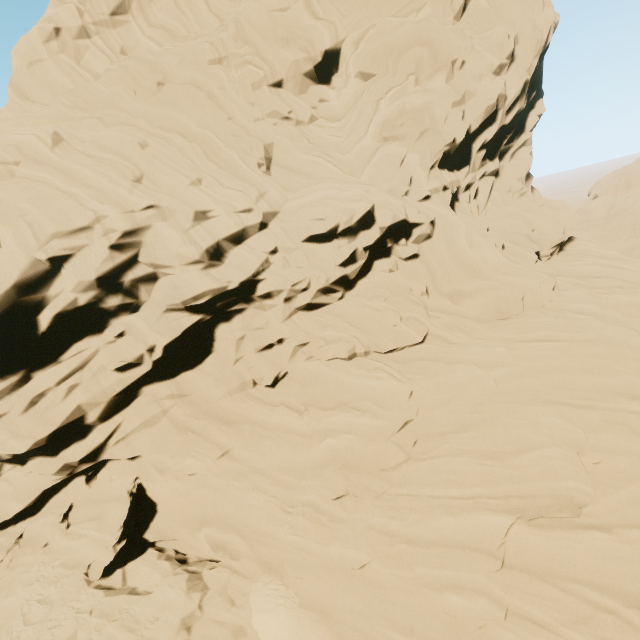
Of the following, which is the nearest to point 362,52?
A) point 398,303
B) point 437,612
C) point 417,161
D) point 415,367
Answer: point 417,161
